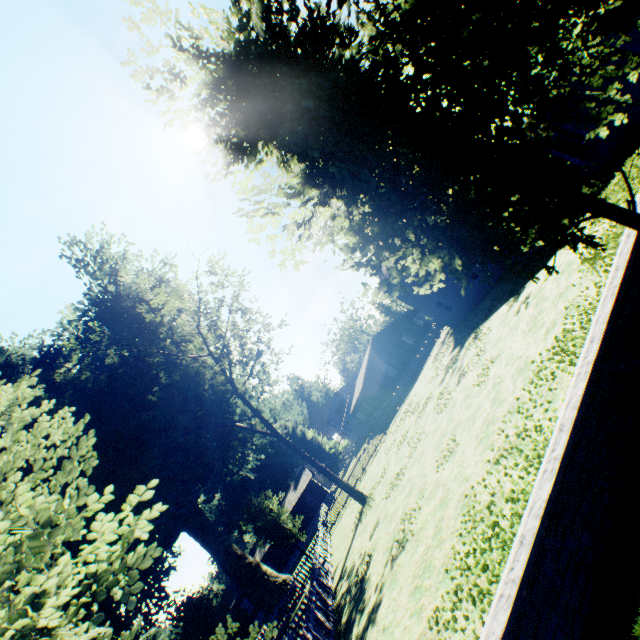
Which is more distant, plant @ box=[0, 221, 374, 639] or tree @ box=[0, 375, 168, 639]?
plant @ box=[0, 221, 374, 639]

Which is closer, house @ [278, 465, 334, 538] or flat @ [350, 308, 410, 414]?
flat @ [350, 308, 410, 414]

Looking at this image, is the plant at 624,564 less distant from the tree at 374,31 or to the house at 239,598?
the house at 239,598

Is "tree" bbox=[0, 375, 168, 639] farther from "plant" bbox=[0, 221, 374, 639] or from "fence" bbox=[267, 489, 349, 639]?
"plant" bbox=[0, 221, 374, 639]

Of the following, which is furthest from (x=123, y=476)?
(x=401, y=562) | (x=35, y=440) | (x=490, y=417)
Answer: (x=35, y=440)

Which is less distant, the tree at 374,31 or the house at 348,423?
the tree at 374,31

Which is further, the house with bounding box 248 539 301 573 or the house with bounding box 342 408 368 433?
the house with bounding box 342 408 368 433

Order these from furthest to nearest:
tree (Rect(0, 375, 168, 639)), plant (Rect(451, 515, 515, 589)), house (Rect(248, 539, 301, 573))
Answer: house (Rect(248, 539, 301, 573)), plant (Rect(451, 515, 515, 589)), tree (Rect(0, 375, 168, 639))
